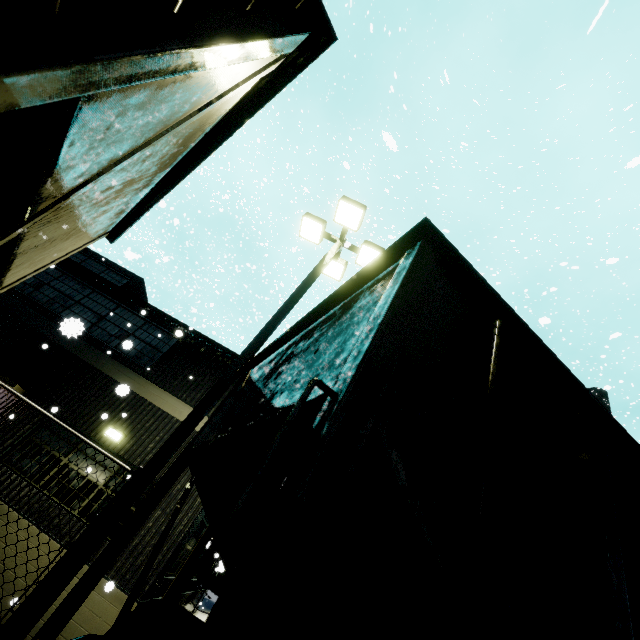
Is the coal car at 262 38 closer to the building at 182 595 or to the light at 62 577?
the building at 182 595

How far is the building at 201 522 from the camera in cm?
720

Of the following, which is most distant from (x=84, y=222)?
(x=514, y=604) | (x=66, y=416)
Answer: (x=66, y=416)

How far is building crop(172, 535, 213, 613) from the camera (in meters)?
11.73

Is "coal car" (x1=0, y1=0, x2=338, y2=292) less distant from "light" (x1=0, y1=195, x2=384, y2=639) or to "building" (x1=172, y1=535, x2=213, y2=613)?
"building" (x1=172, y1=535, x2=213, y2=613)

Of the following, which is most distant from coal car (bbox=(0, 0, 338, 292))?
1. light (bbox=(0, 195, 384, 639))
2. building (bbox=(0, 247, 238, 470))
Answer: light (bbox=(0, 195, 384, 639))
